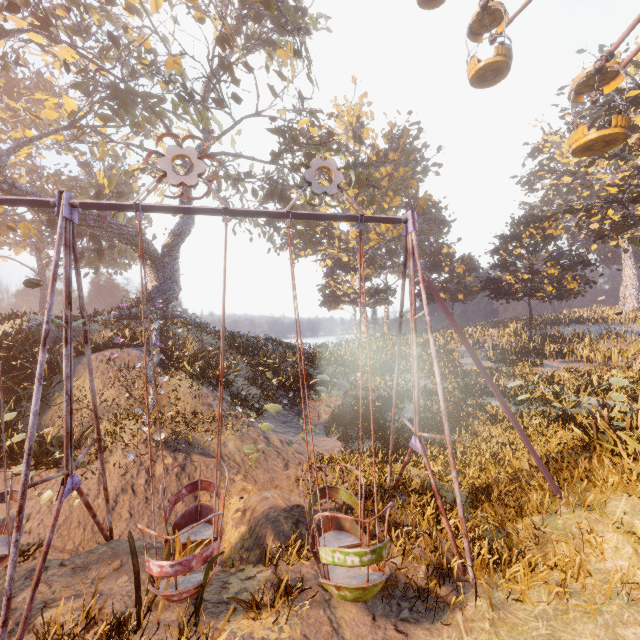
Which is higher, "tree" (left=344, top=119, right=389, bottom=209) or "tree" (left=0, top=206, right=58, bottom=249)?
"tree" (left=344, top=119, right=389, bottom=209)

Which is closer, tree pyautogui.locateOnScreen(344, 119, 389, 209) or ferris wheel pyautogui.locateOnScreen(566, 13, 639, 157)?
ferris wheel pyautogui.locateOnScreen(566, 13, 639, 157)

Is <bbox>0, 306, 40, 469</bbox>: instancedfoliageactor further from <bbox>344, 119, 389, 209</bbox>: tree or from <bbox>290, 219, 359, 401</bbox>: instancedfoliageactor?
<bbox>290, 219, 359, 401</bbox>: instancedfoliageactor

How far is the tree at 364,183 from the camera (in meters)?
19.75

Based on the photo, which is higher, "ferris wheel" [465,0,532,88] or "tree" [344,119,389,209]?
"ferris wheel" [465,0,532,88]

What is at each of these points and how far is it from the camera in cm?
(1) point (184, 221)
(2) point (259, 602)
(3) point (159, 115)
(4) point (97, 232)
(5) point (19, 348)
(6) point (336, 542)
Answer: (1) tree, 2052
(2) instancedfoliageactor, 450
(3) tree, 1862
(4) tree, 1698
(5) instancedfoliageactor, 1185
(6) swing, 569

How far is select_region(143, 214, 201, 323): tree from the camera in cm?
1917

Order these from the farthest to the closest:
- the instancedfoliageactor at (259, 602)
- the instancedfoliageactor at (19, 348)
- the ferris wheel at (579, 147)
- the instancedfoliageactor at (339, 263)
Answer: the instancedfoliageactor at (339, 263) < the ferris wheel at (579, 147) < the instancedfoliageactor at (19, 348) < the instancedfoliageactor at (259, 602)
